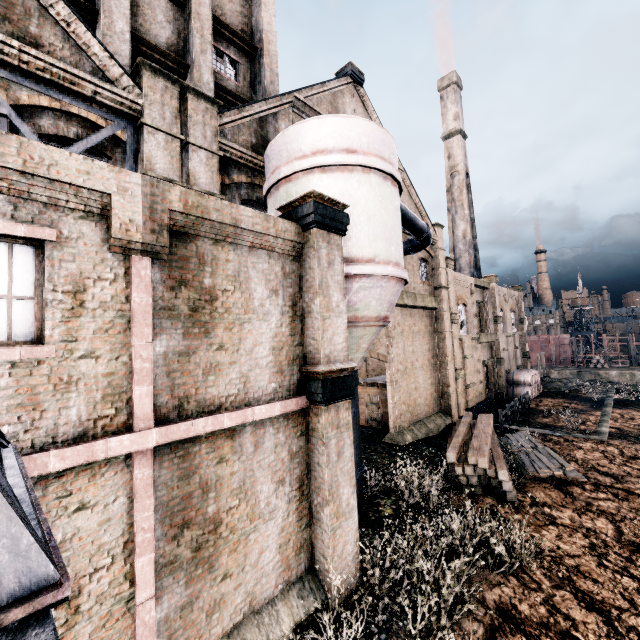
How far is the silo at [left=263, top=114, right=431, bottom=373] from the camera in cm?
985

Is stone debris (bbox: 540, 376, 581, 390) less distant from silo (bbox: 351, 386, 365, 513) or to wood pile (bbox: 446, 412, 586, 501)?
wood pile (bbox: 446, 412, 586, 501)

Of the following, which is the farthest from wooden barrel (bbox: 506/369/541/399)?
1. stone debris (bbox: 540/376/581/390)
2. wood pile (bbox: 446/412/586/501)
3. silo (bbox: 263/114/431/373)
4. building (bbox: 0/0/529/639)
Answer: silo (bbox: 263/114/431/373)

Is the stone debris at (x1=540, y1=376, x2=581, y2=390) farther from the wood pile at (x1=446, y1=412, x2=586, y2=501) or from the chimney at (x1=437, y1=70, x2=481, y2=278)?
the wood pile at (x1=446, y1=412, x2=586, y2=501)

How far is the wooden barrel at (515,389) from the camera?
33.5m

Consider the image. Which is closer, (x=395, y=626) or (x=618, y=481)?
(x=395, y=626)

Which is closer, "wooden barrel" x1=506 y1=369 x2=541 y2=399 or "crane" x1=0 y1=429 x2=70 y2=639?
"crane" x1=0 y1=429 x2=70 y2=639

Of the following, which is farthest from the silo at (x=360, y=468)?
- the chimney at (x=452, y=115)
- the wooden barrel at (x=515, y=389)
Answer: the chimney at (x=452, y=115)
